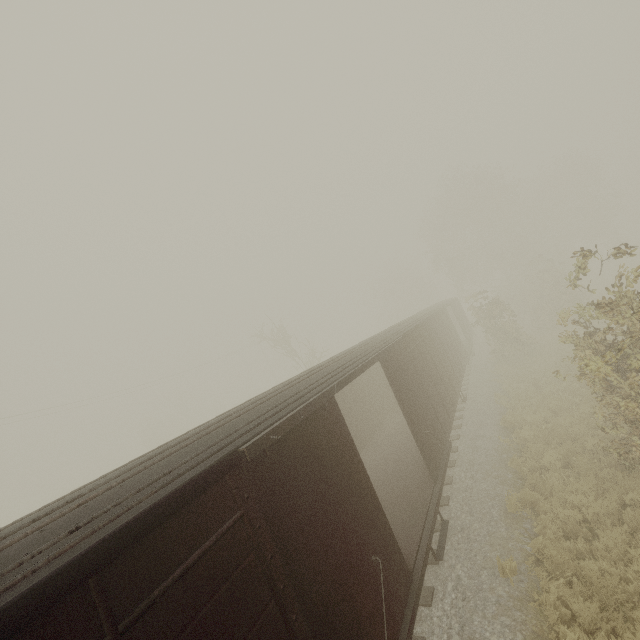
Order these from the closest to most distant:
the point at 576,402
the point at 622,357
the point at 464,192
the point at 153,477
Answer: the point at 153,477, the point at 622,357, the point at 576,402, the point at 464,192
